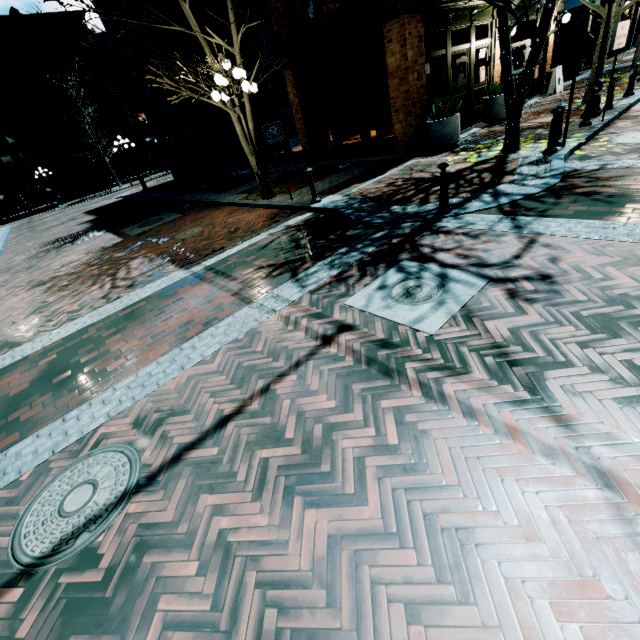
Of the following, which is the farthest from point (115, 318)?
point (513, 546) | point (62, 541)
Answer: point (513, 546)

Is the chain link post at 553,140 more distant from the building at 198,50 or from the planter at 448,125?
the building at 198,50

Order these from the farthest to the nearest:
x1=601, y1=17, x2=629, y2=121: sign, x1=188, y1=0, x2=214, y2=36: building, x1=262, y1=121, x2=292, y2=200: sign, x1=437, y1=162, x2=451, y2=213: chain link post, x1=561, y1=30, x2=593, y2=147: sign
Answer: x1=188, y1=0, x2=214, y2=36: building, x1=262, y1=121, x2=292, y2=200: sign, x1=601, y1=17, x2=629, y2=121: sign, x1=561, y1=30, x2=593, y2=147: sign, x1=437, y1=162, x2=451, y2=213: chain link post

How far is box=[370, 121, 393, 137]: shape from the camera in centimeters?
1593cm

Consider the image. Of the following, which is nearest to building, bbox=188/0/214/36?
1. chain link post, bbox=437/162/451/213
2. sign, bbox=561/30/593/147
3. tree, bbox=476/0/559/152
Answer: tree, bbox=476/0/559/152

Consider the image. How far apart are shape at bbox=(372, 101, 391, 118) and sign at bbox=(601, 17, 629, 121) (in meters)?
9.64

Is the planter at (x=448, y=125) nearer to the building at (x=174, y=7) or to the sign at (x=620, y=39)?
the building at (x=174, y=7)

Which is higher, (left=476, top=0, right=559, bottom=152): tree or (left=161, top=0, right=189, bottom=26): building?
(left=161, top=0, right=189, bottom=26): building
